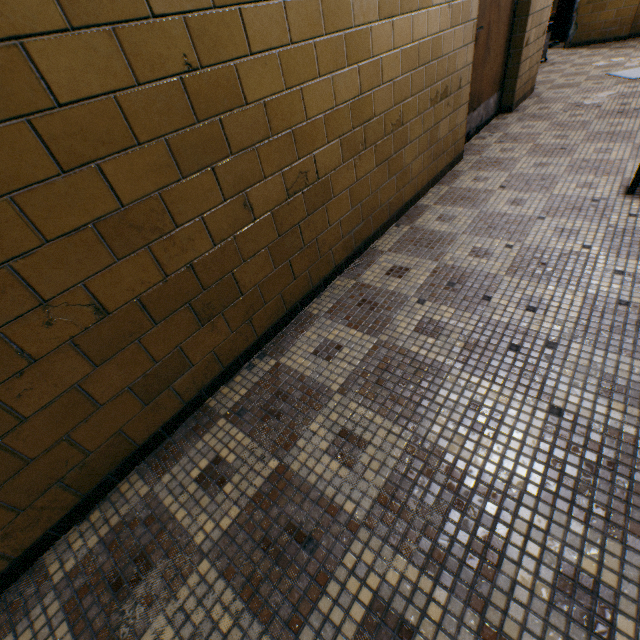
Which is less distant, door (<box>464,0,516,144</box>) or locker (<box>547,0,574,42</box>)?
door (<box>464,0,516,144</box>)

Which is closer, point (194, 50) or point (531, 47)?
point (194, 50)

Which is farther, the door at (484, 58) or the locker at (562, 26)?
the locker at (562, 26)
